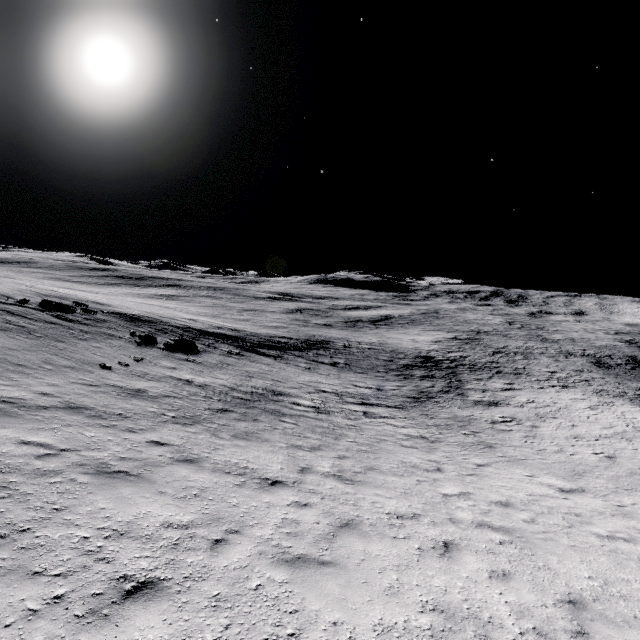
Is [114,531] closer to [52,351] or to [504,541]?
[504,541]
